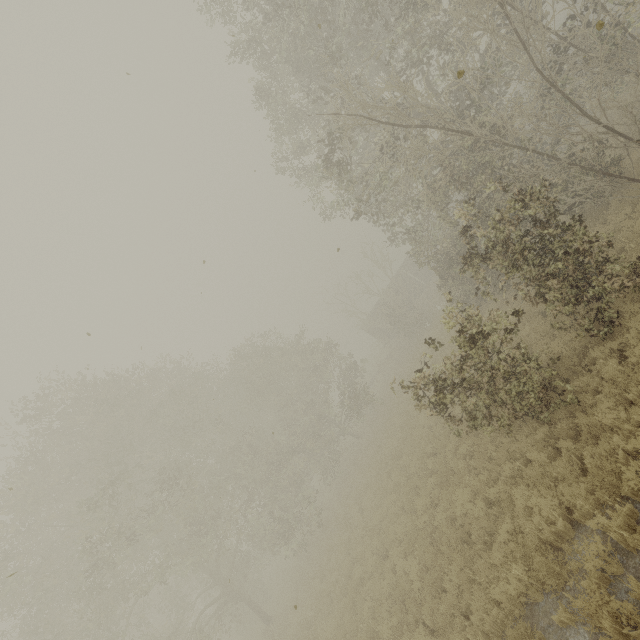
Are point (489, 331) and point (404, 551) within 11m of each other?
yes

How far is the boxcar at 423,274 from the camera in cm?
3800

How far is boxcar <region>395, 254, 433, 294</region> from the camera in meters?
38.0
